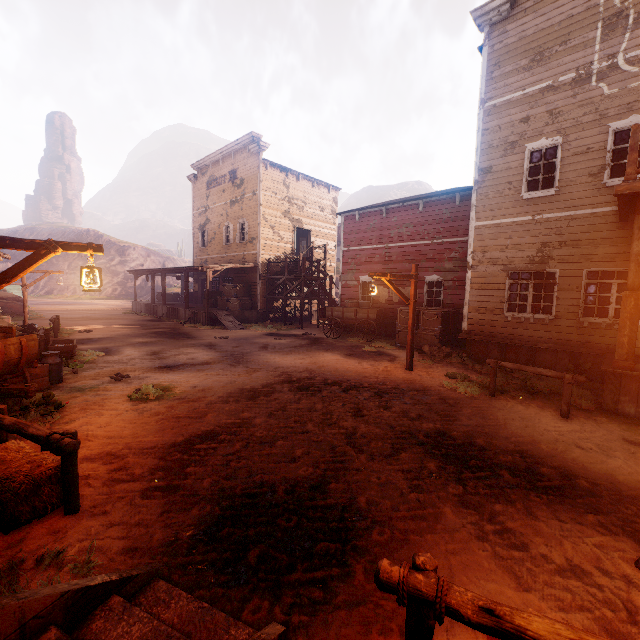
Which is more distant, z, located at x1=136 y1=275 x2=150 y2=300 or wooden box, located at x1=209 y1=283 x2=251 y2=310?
z, located at x1=136 y1=275 x2=150 y2=300

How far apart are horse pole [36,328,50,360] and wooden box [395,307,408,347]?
12.8 meters

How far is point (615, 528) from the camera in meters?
3.5 m

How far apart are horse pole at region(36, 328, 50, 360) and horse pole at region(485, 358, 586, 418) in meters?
12.5 m

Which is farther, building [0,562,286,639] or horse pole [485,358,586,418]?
horse pole [485,358,586,418]

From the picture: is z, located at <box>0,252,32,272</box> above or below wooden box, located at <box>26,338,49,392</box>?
above

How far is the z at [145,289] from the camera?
45.77m

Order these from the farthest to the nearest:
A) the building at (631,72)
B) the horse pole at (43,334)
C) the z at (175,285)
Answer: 1. the z at (175,285)
2. the horse pole at (43,334)
3. the building at (631,72)
